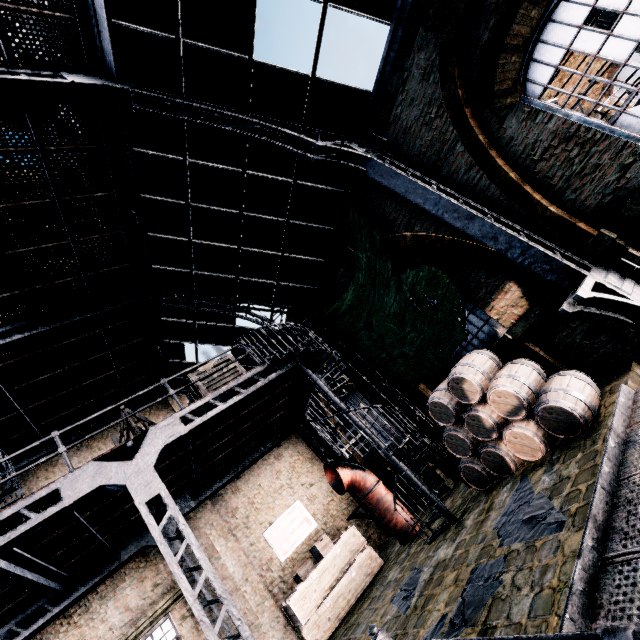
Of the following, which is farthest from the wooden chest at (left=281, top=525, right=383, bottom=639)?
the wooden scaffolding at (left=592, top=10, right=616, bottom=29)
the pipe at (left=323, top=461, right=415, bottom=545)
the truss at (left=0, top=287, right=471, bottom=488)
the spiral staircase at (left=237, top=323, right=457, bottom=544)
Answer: the wooden scaffolding at (left=592, top=10, right=616, bottom=29)

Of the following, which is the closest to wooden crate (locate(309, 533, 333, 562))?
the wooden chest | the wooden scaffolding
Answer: the wooden chest

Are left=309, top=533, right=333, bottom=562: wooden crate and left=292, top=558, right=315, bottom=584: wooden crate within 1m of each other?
yes

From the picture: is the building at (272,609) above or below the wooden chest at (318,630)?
above

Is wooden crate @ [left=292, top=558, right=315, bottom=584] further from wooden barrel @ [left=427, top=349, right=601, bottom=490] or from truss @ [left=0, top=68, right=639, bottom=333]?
truss @ [left=0, top=68, right=639, bottom=333]

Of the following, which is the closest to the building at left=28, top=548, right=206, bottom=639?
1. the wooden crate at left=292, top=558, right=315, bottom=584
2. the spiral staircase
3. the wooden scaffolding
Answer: the wooden crate at left=292, top=558, right=315, bottom=584

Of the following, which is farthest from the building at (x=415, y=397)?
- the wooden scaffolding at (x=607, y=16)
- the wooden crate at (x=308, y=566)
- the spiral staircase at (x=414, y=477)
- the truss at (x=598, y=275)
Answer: the wooden scaffolding at (x=607, y=16)

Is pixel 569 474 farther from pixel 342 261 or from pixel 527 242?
pixel 342 261
